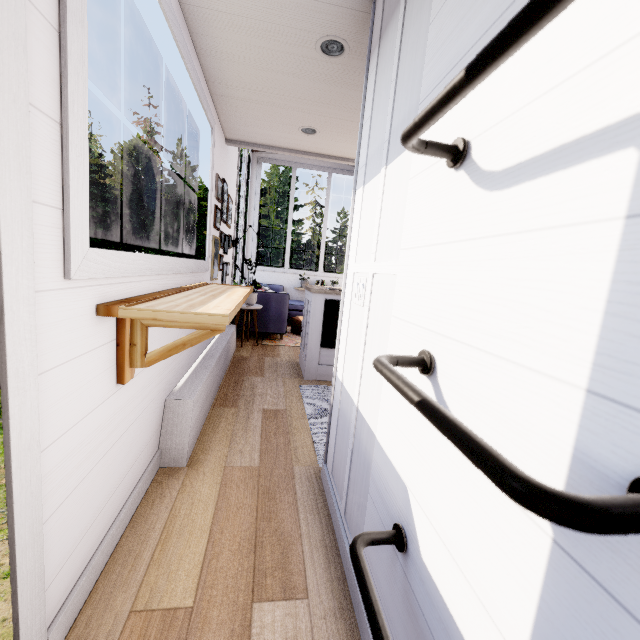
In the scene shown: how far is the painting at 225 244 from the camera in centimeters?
319cm

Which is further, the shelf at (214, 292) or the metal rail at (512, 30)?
the shelf at (214, 292)

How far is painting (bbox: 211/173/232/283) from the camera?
3.2 meters

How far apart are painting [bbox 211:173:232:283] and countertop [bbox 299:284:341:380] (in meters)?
1.09

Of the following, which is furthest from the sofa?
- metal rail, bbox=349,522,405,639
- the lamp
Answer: metal rail, bbox=349,522,405,639

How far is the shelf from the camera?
1.1m

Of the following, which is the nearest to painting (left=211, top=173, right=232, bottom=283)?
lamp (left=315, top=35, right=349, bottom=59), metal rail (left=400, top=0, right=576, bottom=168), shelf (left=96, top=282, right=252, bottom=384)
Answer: shelf (left=96, top=282, right=252, bottom=384)

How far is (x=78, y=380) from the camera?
1.0m
